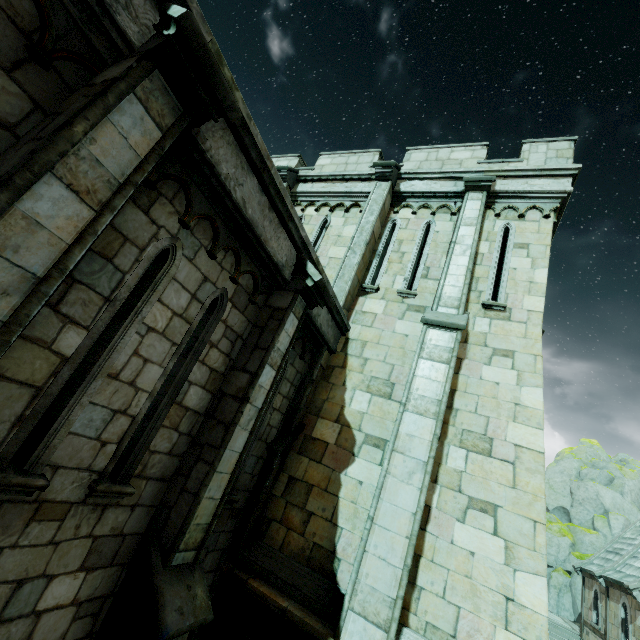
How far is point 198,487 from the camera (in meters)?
3.93

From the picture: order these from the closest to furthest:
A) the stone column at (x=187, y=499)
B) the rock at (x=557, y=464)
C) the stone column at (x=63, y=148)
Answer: the stone column at (x=63, y=148) < the stone column at (x=187, y=499) < the rock at (x=557, y=464)

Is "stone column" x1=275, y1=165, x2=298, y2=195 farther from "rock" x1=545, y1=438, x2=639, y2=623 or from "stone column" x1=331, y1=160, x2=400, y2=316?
"rock" x1=545, y1=438, x2=639, y2=623

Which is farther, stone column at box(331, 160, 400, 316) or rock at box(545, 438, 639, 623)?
rock at box(545, 438, 639, 623)

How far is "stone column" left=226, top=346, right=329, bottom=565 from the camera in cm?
557

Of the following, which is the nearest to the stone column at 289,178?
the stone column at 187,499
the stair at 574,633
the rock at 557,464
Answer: the stone column at 187,499

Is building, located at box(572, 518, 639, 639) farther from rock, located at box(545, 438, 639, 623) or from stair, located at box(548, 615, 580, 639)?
rock, located at box(545, 438, 639, 623)

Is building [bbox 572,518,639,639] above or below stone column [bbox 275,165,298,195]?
below
